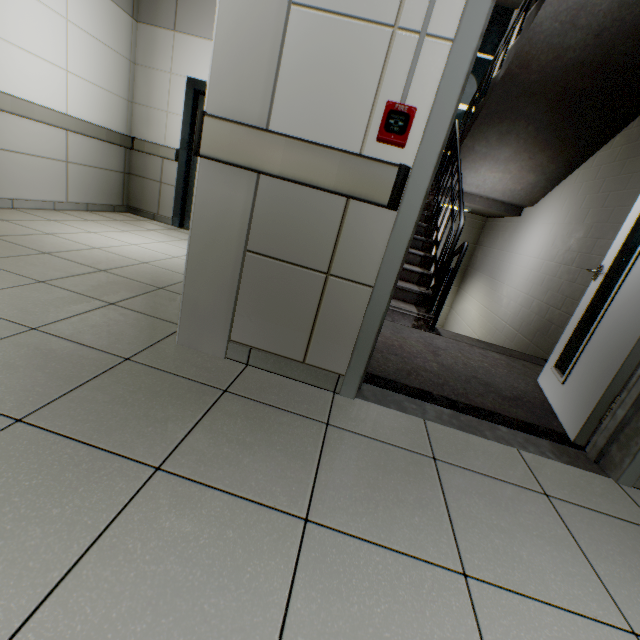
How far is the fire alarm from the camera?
1.28m

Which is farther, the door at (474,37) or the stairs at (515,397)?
the stairs at (515,397)

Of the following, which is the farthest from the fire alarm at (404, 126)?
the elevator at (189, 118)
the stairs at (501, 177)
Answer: the elevator at (189, 118)

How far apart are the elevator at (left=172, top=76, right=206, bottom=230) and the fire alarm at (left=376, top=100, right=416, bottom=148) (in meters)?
3.79

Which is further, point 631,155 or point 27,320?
point 631,155

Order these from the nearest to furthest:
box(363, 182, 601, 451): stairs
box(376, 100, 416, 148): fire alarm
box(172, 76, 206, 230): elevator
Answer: box(376, 100, 416, 148): fire alarm, box(363, 182, 601, 451): stairs, box(172, 76, 206, 230): elevator

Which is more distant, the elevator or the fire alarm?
the elevator

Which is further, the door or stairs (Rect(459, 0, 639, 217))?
stairs (Rect(459, 0, 639, 217))
